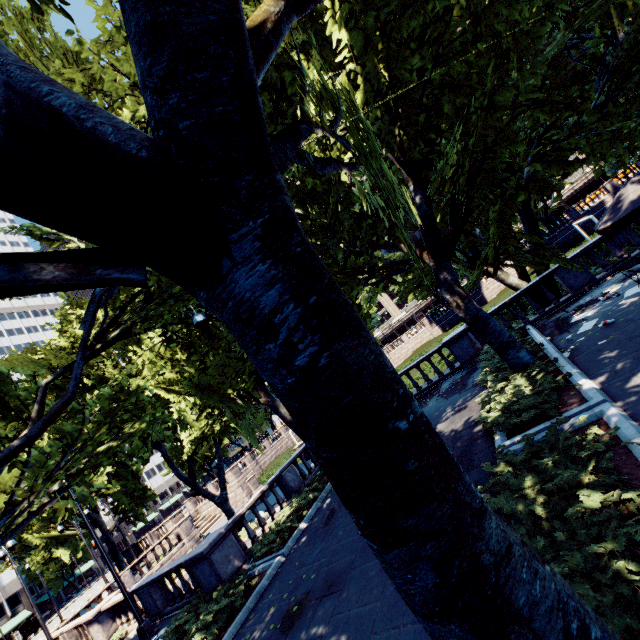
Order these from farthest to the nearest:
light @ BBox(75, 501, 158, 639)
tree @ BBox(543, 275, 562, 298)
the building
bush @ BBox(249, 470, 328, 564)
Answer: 1. the building
2. tree @ BBox(543, 275, 562, 298)
3. light @ BBox(75, 501, 158, 639)
4. bush @ BBox(249, 470, 328, 564)

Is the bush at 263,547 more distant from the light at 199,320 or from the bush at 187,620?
the light at 199,320

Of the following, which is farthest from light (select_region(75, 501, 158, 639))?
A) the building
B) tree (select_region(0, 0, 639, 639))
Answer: the building

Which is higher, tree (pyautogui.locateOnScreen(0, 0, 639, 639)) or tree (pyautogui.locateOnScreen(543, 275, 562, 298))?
tree (pyautogui.locateOnScreen(0, 0, 639, 639))

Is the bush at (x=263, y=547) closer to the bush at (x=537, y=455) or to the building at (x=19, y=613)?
the bush at (x=537, y=455)

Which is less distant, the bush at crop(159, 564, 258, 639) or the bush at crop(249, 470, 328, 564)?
the bush at crop(159, 564, 258, 639)

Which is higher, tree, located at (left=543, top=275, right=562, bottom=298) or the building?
the building

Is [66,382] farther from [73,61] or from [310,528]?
[310,528]
